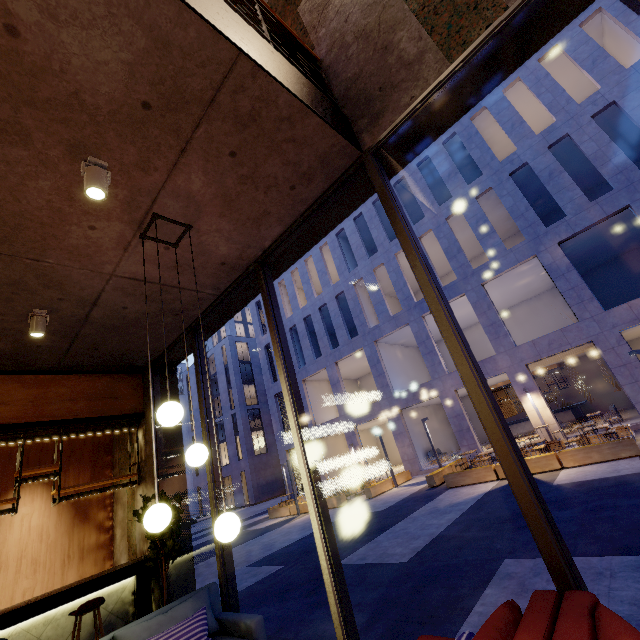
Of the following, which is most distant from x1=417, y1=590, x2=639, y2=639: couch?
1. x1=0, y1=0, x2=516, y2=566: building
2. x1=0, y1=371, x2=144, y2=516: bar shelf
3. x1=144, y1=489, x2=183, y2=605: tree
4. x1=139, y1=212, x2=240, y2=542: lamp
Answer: x1=0, y1=371, x2=144, y2=516: bar shelf

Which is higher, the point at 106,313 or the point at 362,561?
the point at 106,313

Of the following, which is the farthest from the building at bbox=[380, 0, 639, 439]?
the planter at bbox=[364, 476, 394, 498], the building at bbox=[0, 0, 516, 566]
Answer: the building at bbox=[0, 0, 516, 566]

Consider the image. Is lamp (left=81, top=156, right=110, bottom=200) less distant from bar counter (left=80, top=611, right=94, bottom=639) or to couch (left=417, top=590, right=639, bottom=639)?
couch (left=417, top=590, right=639, bottom=639)

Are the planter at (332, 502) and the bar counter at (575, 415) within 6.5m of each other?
no

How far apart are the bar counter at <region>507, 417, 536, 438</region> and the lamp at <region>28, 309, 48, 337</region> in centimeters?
2513cm

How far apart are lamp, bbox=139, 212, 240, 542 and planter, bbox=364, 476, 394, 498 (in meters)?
15.53

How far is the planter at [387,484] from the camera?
16.2m
